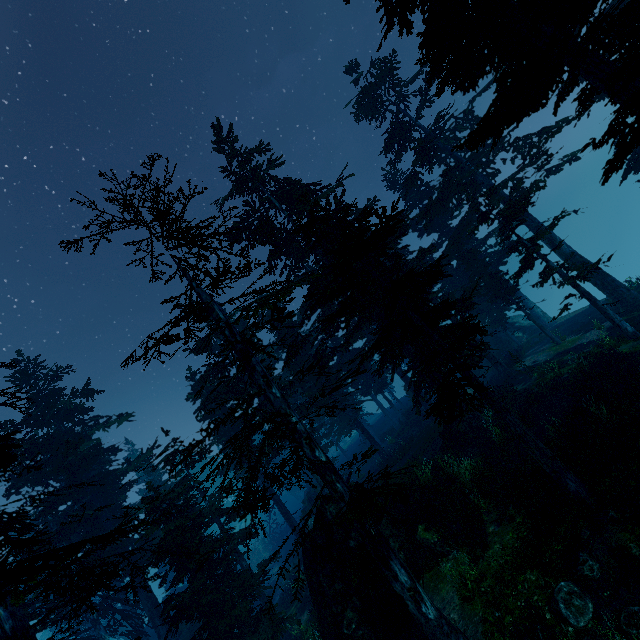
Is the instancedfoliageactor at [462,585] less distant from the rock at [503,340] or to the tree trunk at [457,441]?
the rock at [503,340]

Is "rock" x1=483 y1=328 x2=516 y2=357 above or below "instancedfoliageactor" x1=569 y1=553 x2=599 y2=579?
above

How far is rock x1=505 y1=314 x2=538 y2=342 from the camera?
32.84m

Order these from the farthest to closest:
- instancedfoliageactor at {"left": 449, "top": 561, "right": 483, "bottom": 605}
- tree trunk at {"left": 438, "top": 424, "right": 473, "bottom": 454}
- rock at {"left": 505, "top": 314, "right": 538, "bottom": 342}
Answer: rock at {"left": 505, "top": 314, "right": 538, "bottom": 342}, tree trunk at {"left": 438, "top": 424, "right": 473, "bottom": 454}, instancedfoliageactor at {"left": 449, "top": 561, "right": 483, "bottom": 605}

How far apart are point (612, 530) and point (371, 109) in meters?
31.7

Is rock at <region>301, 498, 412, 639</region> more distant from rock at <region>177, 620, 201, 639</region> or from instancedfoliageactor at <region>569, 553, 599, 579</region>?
rock at <region>177, 620, 201, 639</region>

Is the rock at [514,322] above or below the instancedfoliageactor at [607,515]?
above

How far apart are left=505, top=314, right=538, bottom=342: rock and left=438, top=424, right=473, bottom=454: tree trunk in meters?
17.6 m
